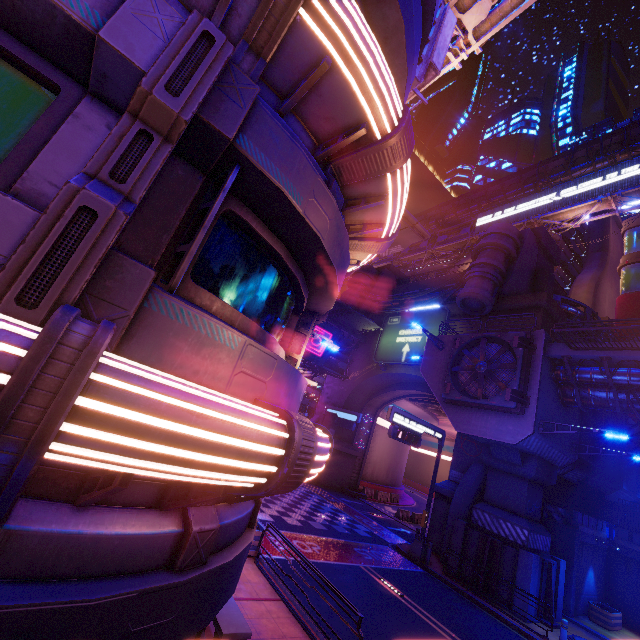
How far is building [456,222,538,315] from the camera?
24.2 meters

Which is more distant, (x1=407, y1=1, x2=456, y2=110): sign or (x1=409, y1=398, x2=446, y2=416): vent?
(x1=409, y1=398, x2=446, y2=416): vent

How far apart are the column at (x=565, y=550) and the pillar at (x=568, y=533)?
0.0m

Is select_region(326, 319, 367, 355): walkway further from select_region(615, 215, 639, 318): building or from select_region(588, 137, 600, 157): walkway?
select_region(588, 137, 600, 157): walkway

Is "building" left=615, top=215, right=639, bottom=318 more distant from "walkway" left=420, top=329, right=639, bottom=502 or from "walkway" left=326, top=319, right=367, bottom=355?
"walkway" left=326, top=319, right=367, bottom=355

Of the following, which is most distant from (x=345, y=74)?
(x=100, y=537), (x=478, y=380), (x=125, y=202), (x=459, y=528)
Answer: (x=459, y=528)

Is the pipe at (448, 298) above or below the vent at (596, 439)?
above

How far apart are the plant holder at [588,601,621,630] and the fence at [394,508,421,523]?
13.4 meters
